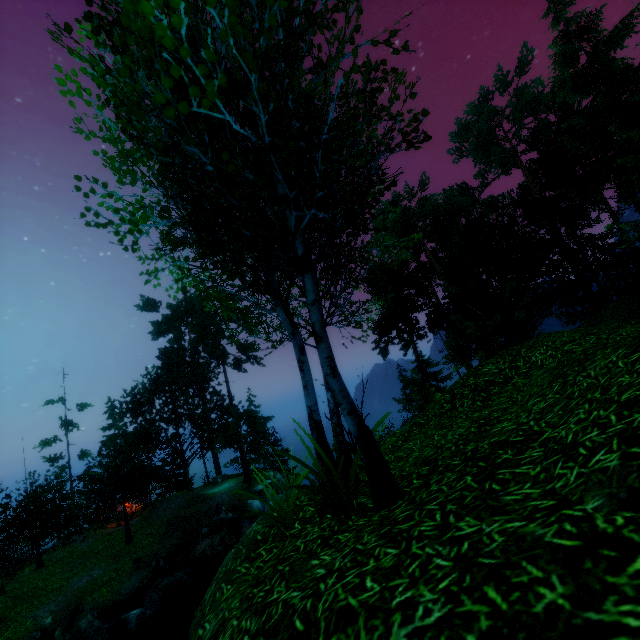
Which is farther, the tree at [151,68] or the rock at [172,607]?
the rock at [172,607]

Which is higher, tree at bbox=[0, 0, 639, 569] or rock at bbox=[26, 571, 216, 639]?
tree at bbox=[0, 0, 639, 569]

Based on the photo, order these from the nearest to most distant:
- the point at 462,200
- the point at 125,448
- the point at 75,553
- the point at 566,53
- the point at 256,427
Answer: the point at 566,53
the point at 75,553
the point at 462,200
the point at 125,448
the point at 256,427

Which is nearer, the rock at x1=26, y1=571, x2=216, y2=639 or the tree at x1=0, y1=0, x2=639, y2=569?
the tree at x1=0, y1=0, x2=639, y2=569

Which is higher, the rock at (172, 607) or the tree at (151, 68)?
the tree at (151, 68)
